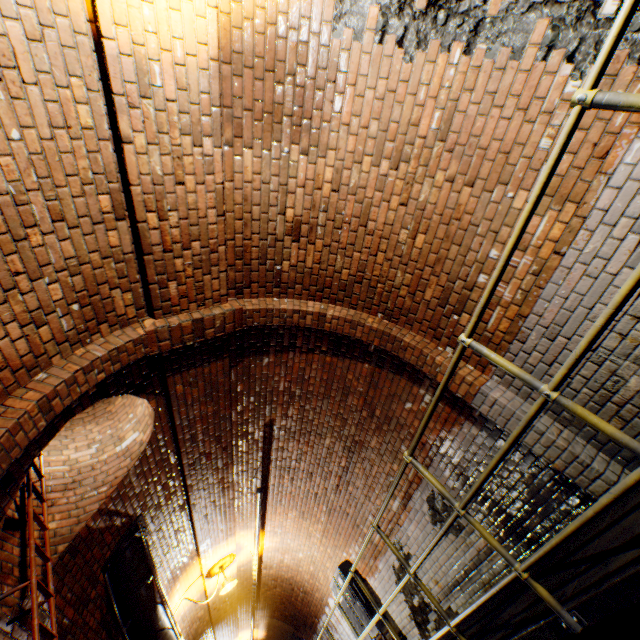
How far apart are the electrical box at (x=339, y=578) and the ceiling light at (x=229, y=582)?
2.20m

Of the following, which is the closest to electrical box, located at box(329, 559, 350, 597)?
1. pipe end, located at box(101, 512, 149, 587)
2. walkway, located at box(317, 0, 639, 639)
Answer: walkway, located at box(317, 0, 639, 639)

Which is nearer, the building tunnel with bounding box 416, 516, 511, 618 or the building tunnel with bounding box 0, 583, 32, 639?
the building tunnel with bounding box 0, 583, 32, 639

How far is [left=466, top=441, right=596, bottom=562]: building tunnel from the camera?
3.13m

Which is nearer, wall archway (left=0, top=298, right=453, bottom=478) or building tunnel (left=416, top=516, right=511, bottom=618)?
wall archway (left=0, top=298, right=453, bottom=478)

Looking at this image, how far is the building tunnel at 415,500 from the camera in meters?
Result: 4.5

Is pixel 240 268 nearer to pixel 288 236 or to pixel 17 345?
pixel 288 236

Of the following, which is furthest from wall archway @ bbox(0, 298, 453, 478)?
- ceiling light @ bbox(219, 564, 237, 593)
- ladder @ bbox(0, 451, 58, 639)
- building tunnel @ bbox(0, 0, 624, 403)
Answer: ceiling light @ bbox(219, 564, 237, 593)
